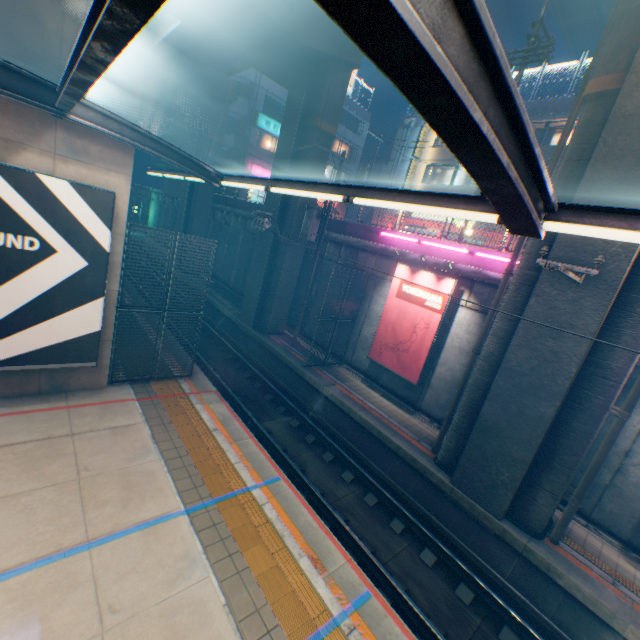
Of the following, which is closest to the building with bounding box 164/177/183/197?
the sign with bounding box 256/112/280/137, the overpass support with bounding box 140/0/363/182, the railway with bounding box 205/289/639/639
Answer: the sign with bounding box 256/112/280/137

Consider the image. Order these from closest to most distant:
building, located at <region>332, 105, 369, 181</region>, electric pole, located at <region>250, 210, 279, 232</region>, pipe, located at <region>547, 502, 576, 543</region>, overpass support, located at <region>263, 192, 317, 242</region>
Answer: pipe, located at <region>547, 502, 576, 543</region>
electric pole, located at <region>250, 210, 279, 232</region>
overpass support, located at <region>263, 192, 317, 242</region>
building, located at <region>332, 105, 369, 181</region>

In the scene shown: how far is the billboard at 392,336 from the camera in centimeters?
1243cm

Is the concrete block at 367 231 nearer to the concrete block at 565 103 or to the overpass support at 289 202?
the overpass support at 289 202

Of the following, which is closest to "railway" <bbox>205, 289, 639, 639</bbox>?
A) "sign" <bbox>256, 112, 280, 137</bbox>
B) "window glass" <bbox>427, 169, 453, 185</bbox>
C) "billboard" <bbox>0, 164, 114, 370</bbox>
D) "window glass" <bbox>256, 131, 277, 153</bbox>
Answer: "billboard" <bbox>0, 164, 114, 370</bbox>

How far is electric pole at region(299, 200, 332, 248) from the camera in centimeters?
1497cm

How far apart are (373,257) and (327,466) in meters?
9.5

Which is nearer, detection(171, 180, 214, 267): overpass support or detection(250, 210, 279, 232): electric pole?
detection(250, 210, 279, 232): electric pole
